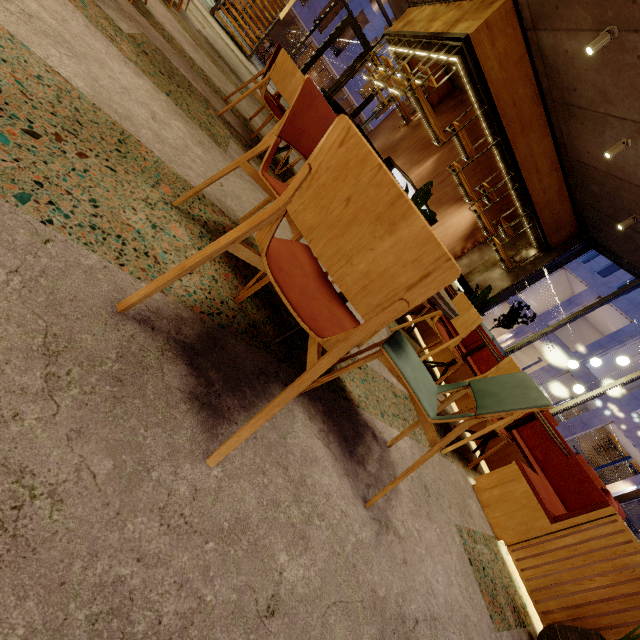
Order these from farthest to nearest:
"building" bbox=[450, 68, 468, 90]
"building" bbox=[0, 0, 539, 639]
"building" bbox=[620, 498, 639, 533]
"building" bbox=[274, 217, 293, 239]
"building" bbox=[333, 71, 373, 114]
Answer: "building" bbox=[333, 71, 373, 114]
"building" bbox=[620, 498, 639, 533]
"building" bbox=[450, 68, 468, 90]
"building" bbox=[274, 217, 293, 239]
"building" bbox=[0, 0, 539, 639]

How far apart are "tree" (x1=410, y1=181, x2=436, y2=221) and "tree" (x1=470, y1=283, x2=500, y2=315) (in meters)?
2.16

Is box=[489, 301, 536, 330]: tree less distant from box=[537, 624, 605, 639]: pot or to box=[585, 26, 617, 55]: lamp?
box=[585, 26, 617, 55]: lamp

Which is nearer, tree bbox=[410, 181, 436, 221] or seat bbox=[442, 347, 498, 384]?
seat bbox=[442, 347, 498, 384]

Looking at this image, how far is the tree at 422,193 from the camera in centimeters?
462cm

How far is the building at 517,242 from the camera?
10.7 meters

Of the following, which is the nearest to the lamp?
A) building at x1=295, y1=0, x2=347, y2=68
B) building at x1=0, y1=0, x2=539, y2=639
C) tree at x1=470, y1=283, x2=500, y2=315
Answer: building at x1=0, y1=0, x2=539, y2=639

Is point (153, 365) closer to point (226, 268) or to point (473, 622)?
point (226, 268)
